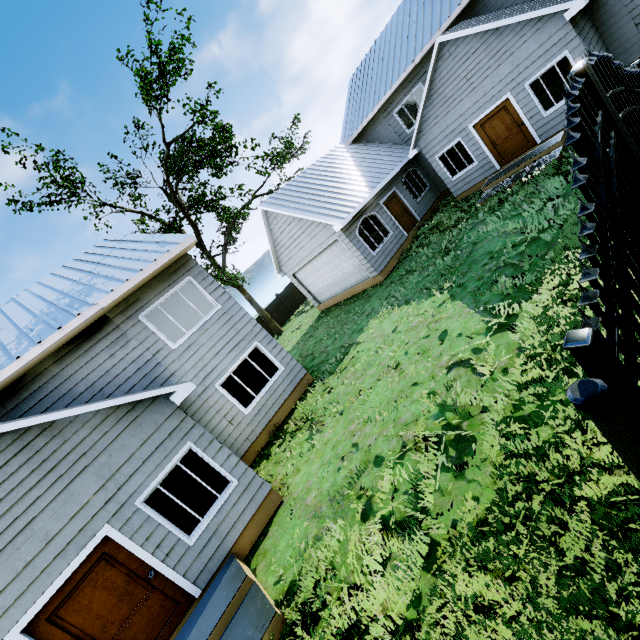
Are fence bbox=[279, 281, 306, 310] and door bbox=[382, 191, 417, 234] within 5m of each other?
no

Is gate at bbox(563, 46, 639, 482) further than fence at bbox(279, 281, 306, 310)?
No

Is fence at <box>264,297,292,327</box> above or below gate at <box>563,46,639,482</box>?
below

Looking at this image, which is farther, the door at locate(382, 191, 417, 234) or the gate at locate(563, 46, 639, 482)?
the door at locate(382, 191, 417, 234)

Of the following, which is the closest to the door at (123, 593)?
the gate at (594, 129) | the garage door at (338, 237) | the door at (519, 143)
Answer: the gate at (594, 129)

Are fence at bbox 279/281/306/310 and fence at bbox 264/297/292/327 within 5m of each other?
yes

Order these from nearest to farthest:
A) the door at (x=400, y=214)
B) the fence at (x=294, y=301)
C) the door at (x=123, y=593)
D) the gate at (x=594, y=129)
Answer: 1. the gate at (x=594, y=129)
2. the door at (x=123, y=593)
3. the door at (x=400, y=214)
4. the fence at (x=294, y=301)

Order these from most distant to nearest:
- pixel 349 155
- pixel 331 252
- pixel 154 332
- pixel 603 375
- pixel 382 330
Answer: pixel 349 155
pixel 331 252
pixel 382 330
pixel 154 332
pixel 603 375
